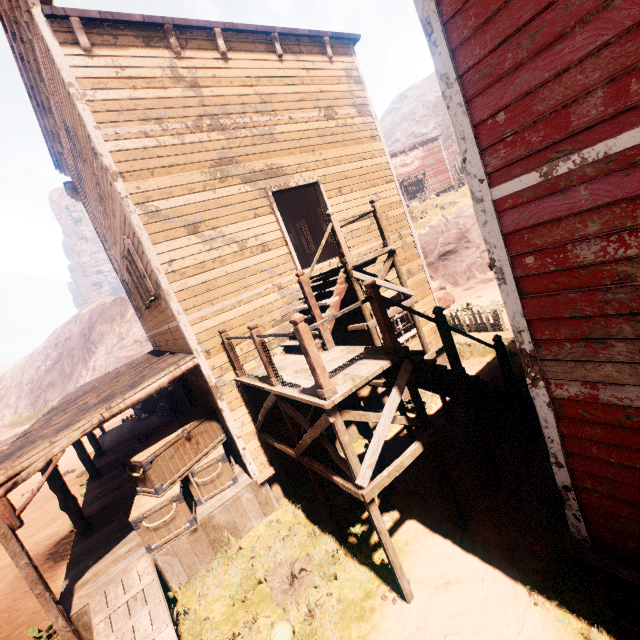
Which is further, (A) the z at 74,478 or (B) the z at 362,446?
(A) the z at 74,478

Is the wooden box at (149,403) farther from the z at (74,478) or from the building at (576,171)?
the z at (74,478)

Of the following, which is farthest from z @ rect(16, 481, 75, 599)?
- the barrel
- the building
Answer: the barrel

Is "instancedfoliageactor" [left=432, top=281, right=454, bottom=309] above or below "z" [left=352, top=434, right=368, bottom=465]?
above

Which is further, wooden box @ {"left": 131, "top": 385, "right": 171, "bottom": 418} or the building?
wooden box @ {"left": 131, "top": 385, "right": 171, "bottom": 418}

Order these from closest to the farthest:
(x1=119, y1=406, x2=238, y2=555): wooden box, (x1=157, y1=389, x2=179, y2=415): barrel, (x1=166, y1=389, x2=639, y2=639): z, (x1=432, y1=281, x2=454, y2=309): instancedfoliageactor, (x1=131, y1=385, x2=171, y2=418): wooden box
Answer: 1. (x1=166, y1=389, x2=639, y2=639): z
2. (x1=119, y1=406, x2=238, y2=555): wooden box
3. (x1=157, y1=389, x2=179, y2=415): barrel
4. (x1=131, y1=385, x2=171, y2=418): wooden box
5. (x1=432, y1=281, x2=454, y2=309): instancedfoliageactor

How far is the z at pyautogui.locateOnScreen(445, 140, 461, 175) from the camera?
54.2m

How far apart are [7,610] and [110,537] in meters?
3.6
